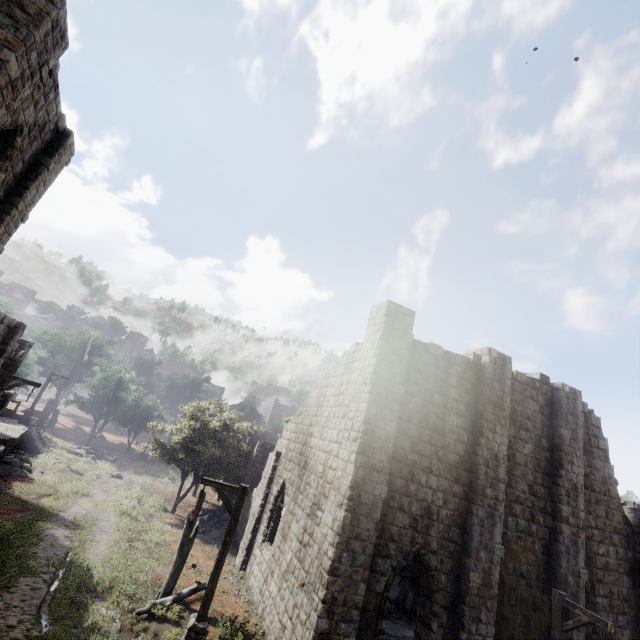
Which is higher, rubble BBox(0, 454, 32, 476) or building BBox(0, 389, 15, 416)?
building BBox(0, 389, 15, 416)

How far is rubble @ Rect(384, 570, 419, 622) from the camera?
15.77m

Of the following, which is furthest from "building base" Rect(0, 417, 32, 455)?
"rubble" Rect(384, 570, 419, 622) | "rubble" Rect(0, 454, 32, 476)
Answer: "rubble" Rect(384, 570, 419, 622)

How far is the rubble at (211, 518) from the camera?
20.4m

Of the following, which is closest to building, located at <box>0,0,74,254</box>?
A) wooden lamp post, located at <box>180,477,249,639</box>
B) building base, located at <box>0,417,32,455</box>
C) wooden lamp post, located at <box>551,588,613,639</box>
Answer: building base, located at <box>0,417,32,455</box>

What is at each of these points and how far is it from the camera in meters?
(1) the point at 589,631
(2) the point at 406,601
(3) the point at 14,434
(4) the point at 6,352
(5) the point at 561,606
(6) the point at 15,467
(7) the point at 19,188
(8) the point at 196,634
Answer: (1) building, 12.2
(2) rubble, 16.4
(3) building base, 23.9
(4) building, 16.5
(5) wooden lamp post, 9.4
(6) rubble, 21.2
(7) building, 9.9
(8) wooden lamp post, 8.9

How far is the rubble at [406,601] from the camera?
15.8 meters

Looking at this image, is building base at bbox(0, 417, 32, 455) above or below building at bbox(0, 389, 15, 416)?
below
